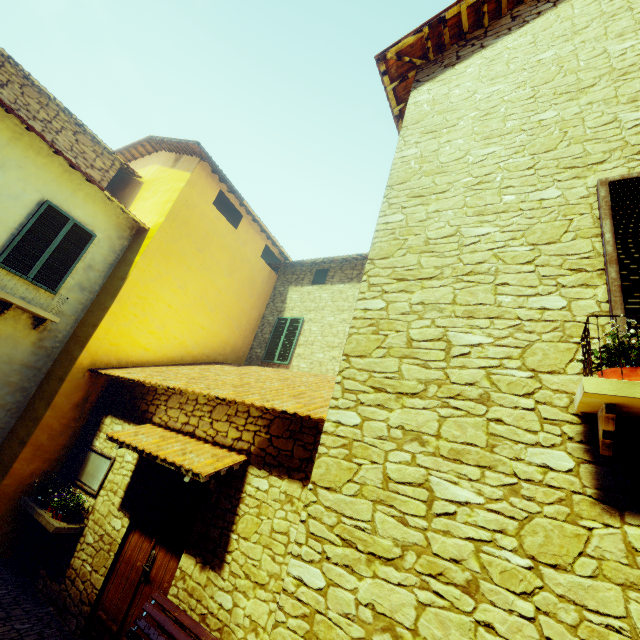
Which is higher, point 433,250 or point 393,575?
point 433,250

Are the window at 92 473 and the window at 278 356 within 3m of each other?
no

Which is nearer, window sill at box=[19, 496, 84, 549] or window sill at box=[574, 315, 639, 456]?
window sill at box=[574, 315, 639, 456]

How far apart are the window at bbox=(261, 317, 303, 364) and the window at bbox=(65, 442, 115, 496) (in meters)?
5.01

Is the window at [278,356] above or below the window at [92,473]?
above

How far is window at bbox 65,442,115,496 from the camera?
5.7m

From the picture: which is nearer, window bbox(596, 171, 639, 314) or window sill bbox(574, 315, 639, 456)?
window sill bbox(574, 315, 639, 456)

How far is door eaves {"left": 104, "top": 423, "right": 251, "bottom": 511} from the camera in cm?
407
